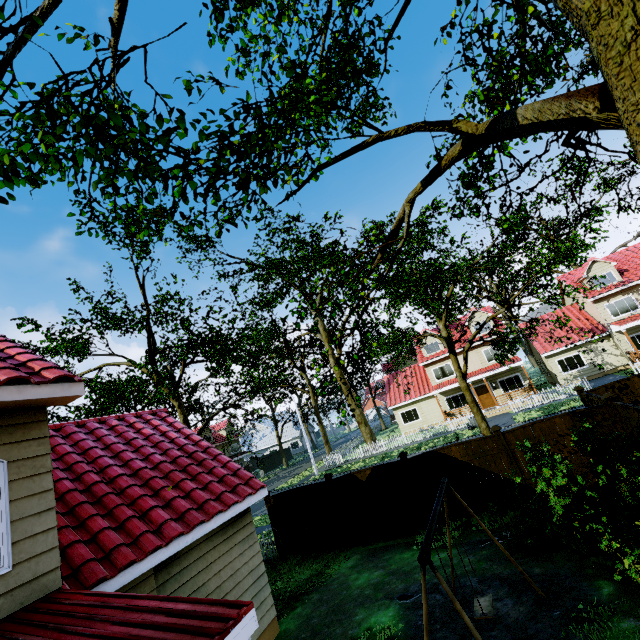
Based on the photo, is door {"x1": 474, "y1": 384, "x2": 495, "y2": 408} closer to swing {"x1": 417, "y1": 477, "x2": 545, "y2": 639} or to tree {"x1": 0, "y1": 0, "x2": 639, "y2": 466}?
tree {"x1": 0, "y1": 0, "x2": 639, "y2": 466}

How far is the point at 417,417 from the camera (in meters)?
33.19

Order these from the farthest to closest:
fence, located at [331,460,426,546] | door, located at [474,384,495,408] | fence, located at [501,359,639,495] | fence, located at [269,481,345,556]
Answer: door, located at [474,384,495,408]
fence, located at [269,481,345,556]
fence, located at [331,460,426,546]
fence, located at [501,359,639,495]

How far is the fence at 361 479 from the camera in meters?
10.7

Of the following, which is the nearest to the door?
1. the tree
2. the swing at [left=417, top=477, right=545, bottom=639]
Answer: the tree

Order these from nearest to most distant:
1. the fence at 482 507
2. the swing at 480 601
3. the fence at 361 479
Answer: the swing at 480 601, the fence at 482 507, the fence at 361 479

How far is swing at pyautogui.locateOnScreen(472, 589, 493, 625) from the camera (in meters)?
5.28

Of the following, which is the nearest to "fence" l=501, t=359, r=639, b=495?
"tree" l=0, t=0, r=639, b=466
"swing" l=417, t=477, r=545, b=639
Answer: "tree" l=0, t=0, r=639, b=466
